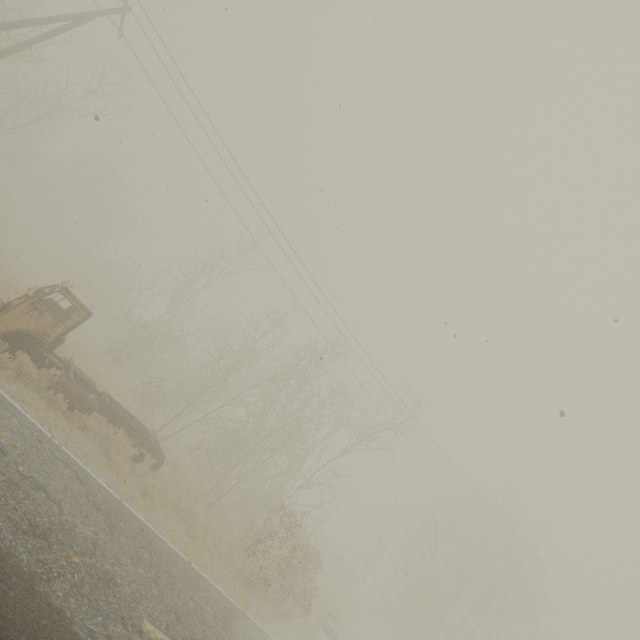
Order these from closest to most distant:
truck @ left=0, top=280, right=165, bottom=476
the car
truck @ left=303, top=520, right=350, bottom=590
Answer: truck @ left=0, top=280, right=165, bottom=476 < the car < truck @ left=303, top=520, right=350, bottom=590

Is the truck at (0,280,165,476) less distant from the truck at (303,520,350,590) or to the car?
the car

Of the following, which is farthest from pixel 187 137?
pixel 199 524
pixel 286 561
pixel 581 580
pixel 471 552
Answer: pixel 471 552

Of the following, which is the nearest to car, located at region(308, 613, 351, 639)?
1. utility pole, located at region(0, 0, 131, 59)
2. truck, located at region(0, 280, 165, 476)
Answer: truck, located at region(0, 280, 165, 476)

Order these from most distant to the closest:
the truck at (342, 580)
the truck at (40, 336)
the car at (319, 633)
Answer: the truck at (342, 580) < the car at (319, 633) < the truck at (40, 336)

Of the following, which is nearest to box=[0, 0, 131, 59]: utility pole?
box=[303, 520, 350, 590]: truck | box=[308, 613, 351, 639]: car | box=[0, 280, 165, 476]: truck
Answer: box=[0, 280, 165, 476]: truck

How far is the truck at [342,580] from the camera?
34.25m

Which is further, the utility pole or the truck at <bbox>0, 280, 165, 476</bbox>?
the utility pole
